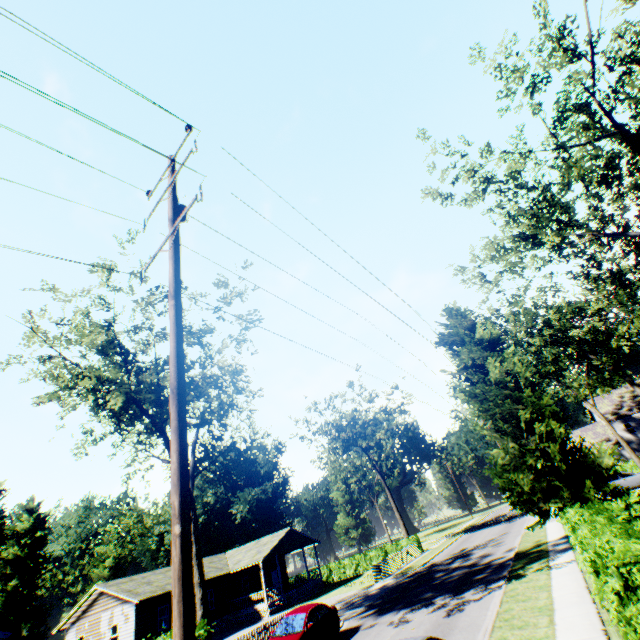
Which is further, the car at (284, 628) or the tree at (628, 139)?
the tree at (628, 139)

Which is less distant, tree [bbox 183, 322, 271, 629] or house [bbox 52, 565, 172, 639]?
tree [bbox 183, 322, 271, 629]

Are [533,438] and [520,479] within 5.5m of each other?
yes

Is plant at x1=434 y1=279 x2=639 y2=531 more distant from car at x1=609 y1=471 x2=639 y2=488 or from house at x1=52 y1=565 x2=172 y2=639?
house at x1=52 y1=565 x2=172 y2=639

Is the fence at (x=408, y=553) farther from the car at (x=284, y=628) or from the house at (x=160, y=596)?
the car at (x=284, y=628)

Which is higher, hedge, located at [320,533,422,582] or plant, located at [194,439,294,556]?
plant, located at [194,439,294,556]

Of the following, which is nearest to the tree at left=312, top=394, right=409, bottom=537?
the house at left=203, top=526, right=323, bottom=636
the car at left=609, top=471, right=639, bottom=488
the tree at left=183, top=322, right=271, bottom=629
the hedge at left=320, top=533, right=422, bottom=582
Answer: the hedge at left=320, top=533, right=422, bottom=582

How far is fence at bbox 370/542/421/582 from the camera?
28.7 meters
